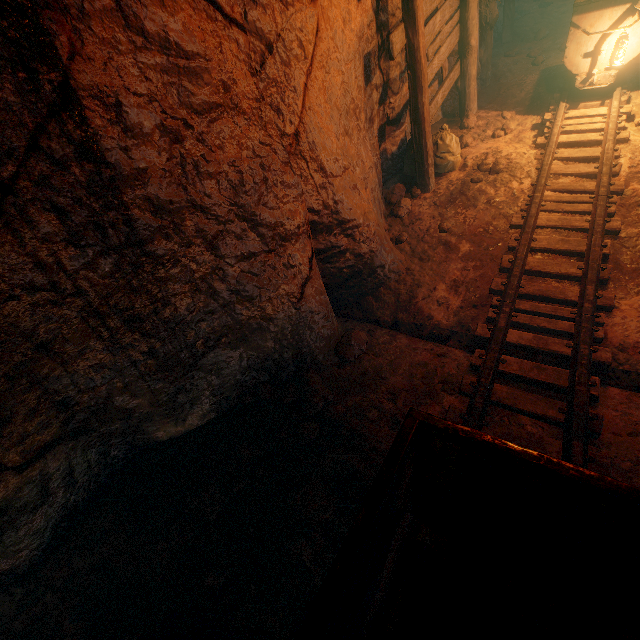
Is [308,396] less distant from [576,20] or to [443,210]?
[443,210]

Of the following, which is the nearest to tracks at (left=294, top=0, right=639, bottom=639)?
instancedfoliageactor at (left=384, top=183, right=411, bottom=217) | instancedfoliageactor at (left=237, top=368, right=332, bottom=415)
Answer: instancedfoliageactor at (left=237, top=368, right=332, bottom=415)

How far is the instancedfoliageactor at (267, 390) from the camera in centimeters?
321cm

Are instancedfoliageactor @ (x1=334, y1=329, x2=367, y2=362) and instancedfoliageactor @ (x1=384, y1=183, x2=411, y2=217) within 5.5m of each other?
yes

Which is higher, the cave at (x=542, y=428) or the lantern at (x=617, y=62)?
the lantern at (x=617, y=62)

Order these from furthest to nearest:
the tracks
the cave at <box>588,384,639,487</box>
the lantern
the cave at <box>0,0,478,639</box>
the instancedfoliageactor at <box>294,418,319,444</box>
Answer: the lantern
the instancedfoliageactor at <box>294,418,319,444</box>
the cave at <box>588,384,639,487</box>
the cave at <box>0,0,478,639</box>
the tracks

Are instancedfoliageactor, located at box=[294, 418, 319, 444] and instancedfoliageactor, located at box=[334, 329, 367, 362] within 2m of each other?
yes

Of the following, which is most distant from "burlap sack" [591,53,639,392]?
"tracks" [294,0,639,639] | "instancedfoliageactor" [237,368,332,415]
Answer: "instancedfoliageactor" [237,368,332,415]
